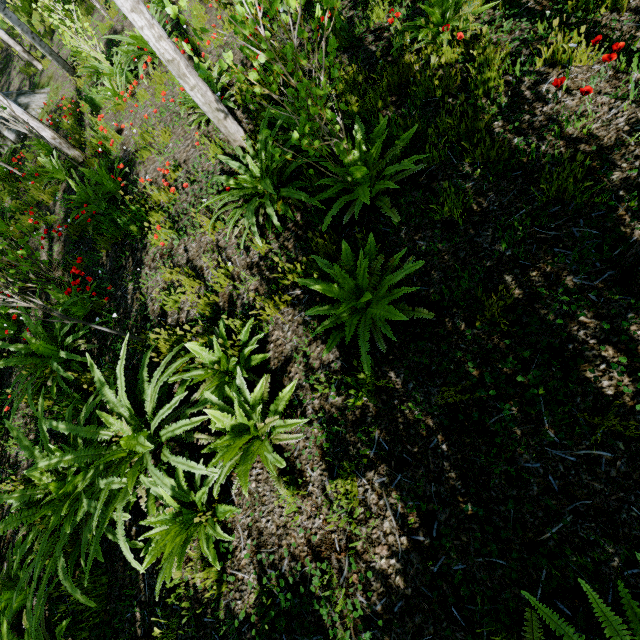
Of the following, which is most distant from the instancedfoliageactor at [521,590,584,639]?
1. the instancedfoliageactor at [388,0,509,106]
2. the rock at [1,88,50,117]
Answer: the rock at [1,88,50,117]

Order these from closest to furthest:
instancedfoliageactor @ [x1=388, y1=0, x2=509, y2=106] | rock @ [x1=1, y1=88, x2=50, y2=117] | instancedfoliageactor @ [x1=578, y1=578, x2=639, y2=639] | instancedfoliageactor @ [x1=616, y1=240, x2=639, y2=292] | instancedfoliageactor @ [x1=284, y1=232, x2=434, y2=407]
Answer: instancedfoliageactor @ [x1=578, y1=578, x2=639, y2=639], instancedfoliageactor @ [x1=616, y1=240, x2=639, y2=292], instancedfoliageactor @ [x1=284, y1=232, x2=434, y2=407], instancedfoliageactor @ [x1=388, y1=0, x2=509, y2=106], rock @ [x1=1, y1=88, x2=50, y2=117]

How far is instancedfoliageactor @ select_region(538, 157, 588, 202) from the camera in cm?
232

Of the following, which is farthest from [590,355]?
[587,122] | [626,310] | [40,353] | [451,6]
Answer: [40,353]

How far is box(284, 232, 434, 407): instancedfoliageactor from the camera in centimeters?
246cm

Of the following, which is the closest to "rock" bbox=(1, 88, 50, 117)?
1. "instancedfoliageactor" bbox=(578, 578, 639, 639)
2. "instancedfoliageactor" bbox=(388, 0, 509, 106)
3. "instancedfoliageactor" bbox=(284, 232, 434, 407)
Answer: "instancedfoliageactor" bbox=(388, 0, 509, 106)

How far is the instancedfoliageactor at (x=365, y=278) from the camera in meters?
2.5 m

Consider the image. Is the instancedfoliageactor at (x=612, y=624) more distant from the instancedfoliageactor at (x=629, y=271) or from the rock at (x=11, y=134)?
the rock at (x=11, y=134)
